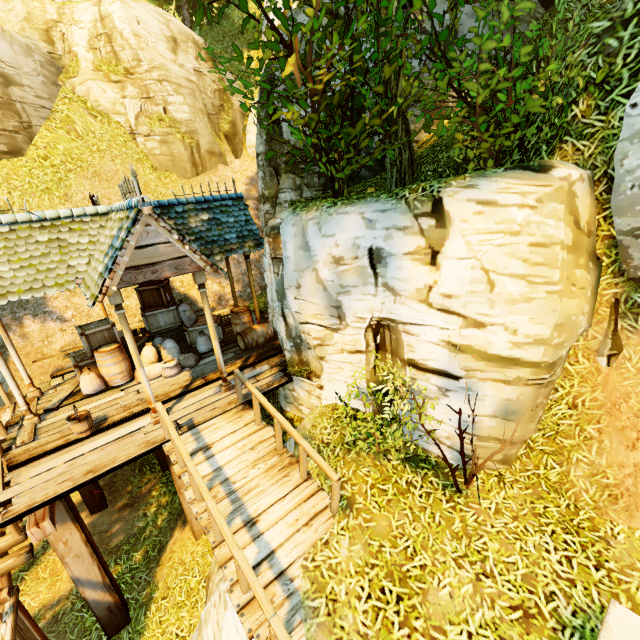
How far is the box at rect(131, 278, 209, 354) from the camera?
10.1m

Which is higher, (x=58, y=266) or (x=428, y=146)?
(x=428, y=146)

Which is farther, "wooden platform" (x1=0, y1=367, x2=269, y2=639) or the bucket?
the bucket

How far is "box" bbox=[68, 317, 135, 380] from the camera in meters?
8.5 m

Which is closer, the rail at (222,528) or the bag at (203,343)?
Result: the rail at (222,528)

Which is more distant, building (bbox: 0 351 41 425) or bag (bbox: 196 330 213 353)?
bag (bbox: 196 330 213 353)

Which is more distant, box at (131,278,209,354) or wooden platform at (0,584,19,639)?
box at (131,278,209,354)

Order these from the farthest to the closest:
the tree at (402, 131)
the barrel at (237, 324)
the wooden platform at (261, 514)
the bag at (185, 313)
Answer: the bag at (185, 313) < the barrel at (237, 324) < the tree at (402, 131) < the wooden platform at (261, 514)
